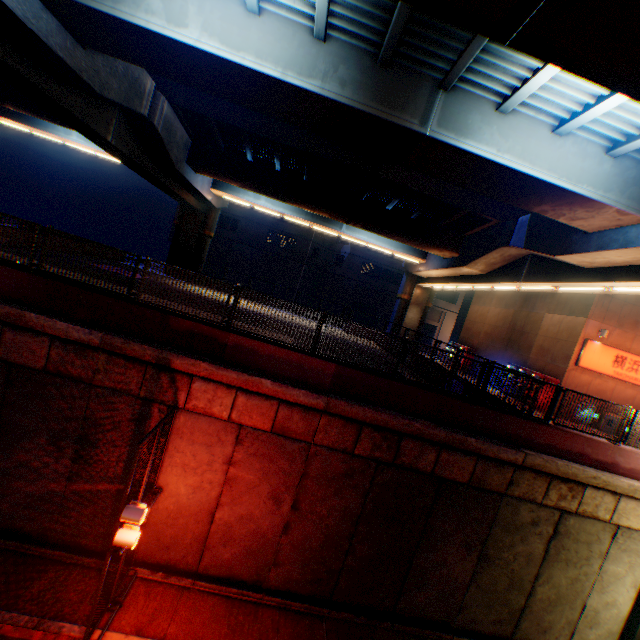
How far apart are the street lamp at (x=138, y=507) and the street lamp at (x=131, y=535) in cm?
29

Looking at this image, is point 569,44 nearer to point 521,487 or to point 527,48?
point 527,48

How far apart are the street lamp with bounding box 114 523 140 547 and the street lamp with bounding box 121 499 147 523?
0.29m

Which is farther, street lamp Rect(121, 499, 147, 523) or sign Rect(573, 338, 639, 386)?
sign Rect(573, 338, 639, 386)

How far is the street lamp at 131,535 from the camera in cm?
666

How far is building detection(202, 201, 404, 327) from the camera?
39.9m

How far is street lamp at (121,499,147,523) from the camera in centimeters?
661cm
